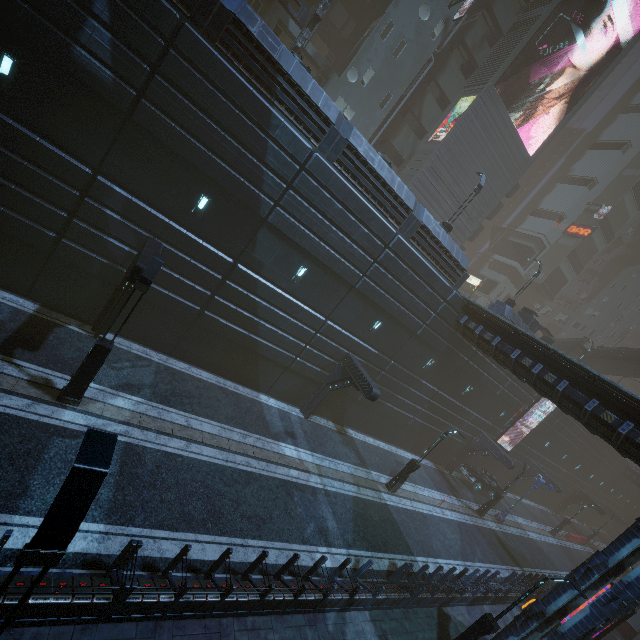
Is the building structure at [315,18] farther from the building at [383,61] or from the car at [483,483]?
the car at [483,483]

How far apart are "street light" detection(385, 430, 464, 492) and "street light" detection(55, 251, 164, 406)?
16.7 meters

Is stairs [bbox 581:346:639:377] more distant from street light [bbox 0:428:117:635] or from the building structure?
street light [bbox 0:428:117:635]

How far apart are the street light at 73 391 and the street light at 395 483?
16.7 meters

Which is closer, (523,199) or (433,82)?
(433,82)

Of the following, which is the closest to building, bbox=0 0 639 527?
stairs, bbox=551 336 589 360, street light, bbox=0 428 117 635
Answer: street light, bbox=0 428 117 635

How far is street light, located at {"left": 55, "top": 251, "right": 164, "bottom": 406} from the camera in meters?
9.7

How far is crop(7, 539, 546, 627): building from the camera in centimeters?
643cm
